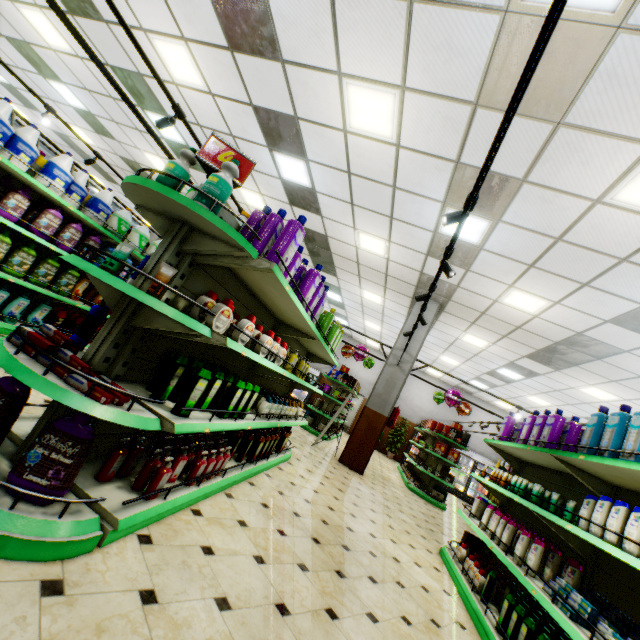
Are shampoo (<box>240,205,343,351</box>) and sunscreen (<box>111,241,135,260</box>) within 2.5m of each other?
yes

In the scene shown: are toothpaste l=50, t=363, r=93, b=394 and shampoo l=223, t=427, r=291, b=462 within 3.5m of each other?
yes

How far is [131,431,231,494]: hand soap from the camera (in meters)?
2.20

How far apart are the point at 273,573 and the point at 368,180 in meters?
5.7 m

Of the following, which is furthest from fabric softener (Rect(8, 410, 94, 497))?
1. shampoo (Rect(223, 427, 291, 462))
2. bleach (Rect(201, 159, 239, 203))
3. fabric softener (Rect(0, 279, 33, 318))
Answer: fabric softener (Rect(0, 279, 33, 318))

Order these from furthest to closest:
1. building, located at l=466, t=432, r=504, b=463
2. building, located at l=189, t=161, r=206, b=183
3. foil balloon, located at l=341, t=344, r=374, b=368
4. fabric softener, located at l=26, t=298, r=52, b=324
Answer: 1. building, located at l=466, t=432, r=504, b=463
2. foil balloon, located at l=341, t=344, r=374, b=368
3. building, located at l=189, t=161, r=206, b=183
4. fabric softener, located at l=26, t=298, r=52, b=324

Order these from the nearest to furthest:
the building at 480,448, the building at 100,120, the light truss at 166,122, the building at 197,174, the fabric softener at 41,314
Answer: the light truss at 166,122
the fabric softener at 41,314
the building at 100,120
the building at 197,174
the building at 480,448

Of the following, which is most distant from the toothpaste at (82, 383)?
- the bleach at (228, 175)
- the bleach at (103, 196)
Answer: the bleach at (103, 196)
